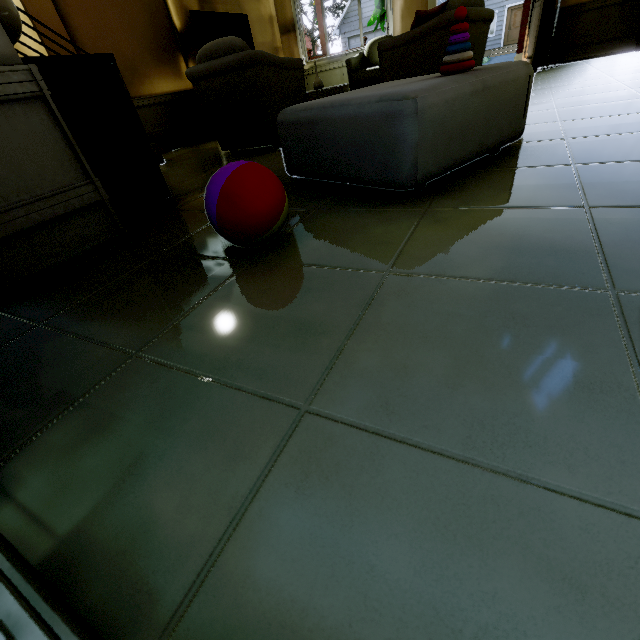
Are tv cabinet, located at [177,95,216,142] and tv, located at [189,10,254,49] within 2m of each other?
yes

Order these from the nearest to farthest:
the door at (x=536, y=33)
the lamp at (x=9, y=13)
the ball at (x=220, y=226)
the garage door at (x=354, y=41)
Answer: the ball at (x=220, y=226)
the lamp at (x=9, y=13)
the door at (x=536, y=33)
the garage door at (x=354, y=41)

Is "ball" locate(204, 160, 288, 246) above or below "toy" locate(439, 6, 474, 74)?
below

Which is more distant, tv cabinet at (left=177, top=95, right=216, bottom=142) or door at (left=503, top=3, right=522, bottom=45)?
door at (left=503, top=3, right=522, bottom=45)

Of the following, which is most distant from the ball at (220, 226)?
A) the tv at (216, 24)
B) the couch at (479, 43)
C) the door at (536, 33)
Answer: the door at (536, 33)

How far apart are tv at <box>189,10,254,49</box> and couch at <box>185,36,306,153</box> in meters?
1.9

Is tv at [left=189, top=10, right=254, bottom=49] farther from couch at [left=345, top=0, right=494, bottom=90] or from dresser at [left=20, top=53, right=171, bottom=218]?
dresser at [left=20, top=53, right=171, bottom=218]

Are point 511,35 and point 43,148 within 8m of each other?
no
